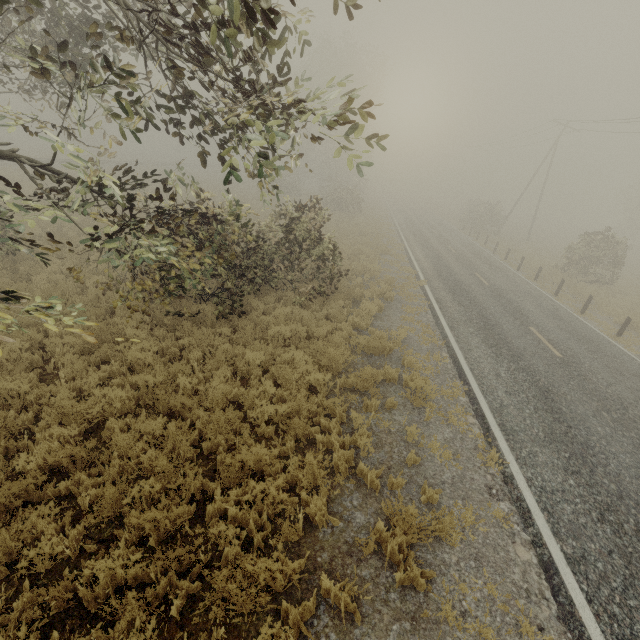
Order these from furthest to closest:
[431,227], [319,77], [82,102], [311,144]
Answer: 1. [82,102]
2. [311,144]
3. [319,77]
4. [431,227]

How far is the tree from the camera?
35.5m

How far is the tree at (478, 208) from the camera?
35.47m
